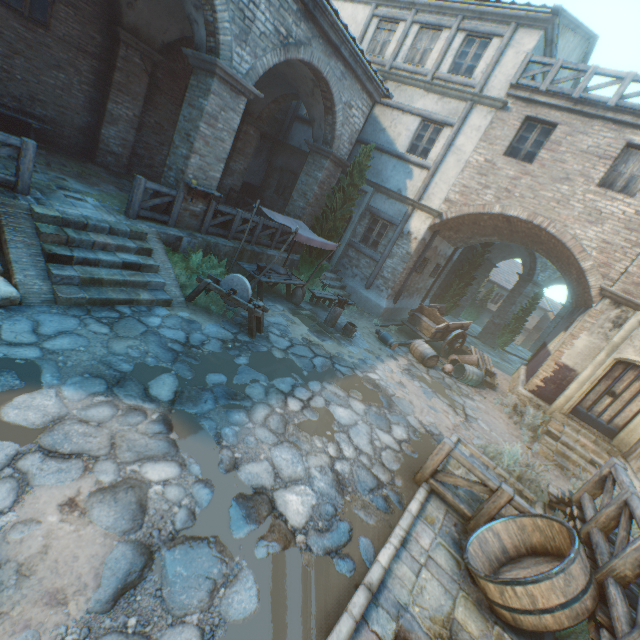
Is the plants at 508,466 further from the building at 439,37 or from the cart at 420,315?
the cart at 420,315

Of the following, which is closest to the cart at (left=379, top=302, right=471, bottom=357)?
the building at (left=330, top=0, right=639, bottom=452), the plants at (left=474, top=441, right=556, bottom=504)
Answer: the building at (left=330, top=0, right=639, bottom=452)

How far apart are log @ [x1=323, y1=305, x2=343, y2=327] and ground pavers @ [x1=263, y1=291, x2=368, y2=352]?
0.0m

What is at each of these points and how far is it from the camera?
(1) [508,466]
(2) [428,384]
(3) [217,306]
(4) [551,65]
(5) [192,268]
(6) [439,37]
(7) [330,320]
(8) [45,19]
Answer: (1) plants, 7.12m
(2) ground stones, 10.05m
(3) plants, 7.87m
(4) fence, 10.38m
(5) plants, 8.45m
(6) building, 12.26m
(7) log, 10.33m
(8) window, 8.67m

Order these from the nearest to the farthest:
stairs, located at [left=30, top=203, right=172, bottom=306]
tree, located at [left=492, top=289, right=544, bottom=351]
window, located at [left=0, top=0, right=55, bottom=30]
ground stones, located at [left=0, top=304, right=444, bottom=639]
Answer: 1. ground stones, located at [left=0, top=304, right=444, bottom=639]
2. stairs, located at [left=30, top=203, right=172, bottom=306]
3. window, located at [left=0, top=0, right=55, bottom=30]
4. tree, located at [left=492, top=289, right=544, bottom=351]

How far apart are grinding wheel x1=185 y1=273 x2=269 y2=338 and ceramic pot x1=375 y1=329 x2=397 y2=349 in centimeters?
513cm

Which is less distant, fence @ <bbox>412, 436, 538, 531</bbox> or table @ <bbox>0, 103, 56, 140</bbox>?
fence @ <bbox>412, 436, 538, 531</bbox>

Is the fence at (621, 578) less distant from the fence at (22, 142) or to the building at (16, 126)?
the building at (16, 126)
